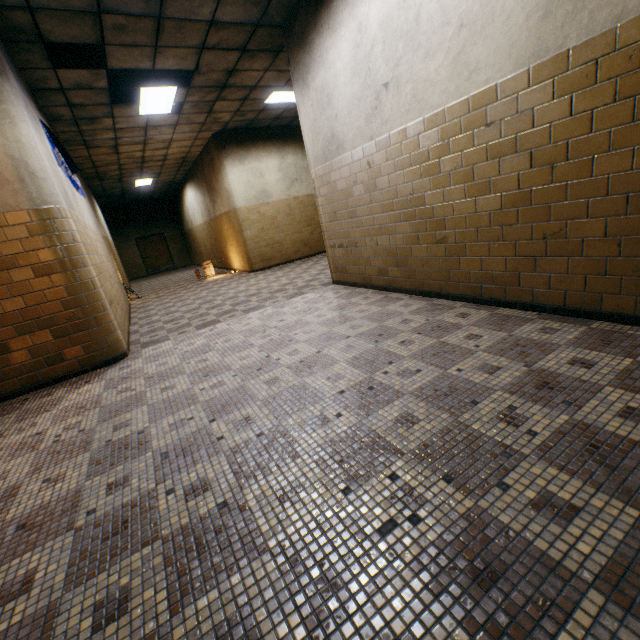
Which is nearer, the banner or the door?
the banner

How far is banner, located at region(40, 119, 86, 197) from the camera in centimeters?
471cm

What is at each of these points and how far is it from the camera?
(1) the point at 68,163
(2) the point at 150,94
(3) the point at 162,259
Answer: (1) banner, 5.6m
(2) lamp, 6.0m
(3) door, 19.4m

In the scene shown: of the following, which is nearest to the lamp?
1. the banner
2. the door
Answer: the banner

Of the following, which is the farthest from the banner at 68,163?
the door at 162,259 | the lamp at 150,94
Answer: the door at 162,259

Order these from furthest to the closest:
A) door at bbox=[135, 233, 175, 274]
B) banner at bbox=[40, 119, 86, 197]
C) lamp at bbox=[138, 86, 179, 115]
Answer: door at bbox=[135, 233, 175, 274] → lamp at bbox=[138, 86, 179, 115] → banner at bbox=[40, 119, 86, 197]

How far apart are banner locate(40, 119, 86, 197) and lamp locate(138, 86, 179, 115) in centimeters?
167cm
